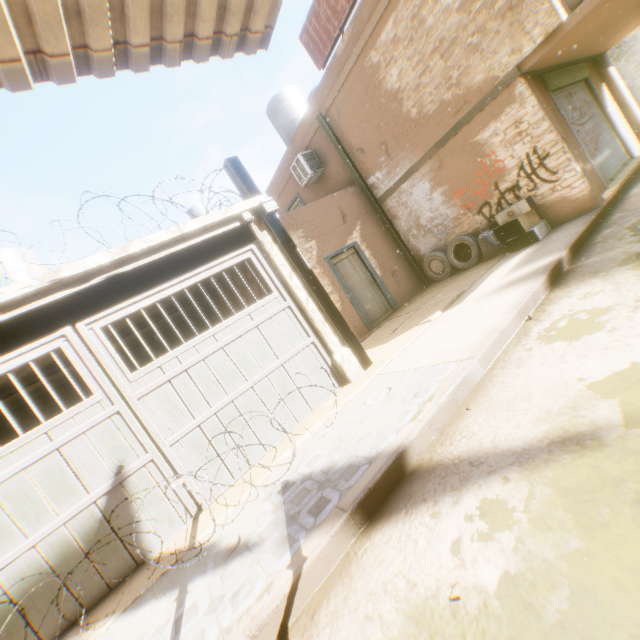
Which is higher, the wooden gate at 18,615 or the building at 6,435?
the building at 6,435

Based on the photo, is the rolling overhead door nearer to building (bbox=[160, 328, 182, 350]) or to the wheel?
building (bbox=[160, 328, 182, 350])

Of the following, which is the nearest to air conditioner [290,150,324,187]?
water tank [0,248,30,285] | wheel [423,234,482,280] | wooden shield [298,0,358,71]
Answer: wooden shield [298,0,358,71]

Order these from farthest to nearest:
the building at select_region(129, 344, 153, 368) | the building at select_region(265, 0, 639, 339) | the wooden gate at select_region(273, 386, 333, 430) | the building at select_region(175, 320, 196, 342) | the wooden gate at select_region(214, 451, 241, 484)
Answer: the building at select_region(175, 320, 196, 342) < the building at select_region(129, 344, 153, 368) < the building at select_region(265, 0, 639, 339) < the wooden gate at select_region(273, 386, 333, 430) < the wooden gate at select_region(214, 451, 241, 484)

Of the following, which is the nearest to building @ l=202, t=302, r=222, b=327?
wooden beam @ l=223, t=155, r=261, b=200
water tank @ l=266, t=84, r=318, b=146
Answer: wooden beam @ l=223, t=155, r=261, b=200

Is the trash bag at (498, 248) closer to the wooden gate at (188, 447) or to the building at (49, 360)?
the building at (49, 360)

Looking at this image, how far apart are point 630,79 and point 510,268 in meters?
18.6

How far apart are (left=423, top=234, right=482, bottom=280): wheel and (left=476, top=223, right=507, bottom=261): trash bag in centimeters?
8cm
